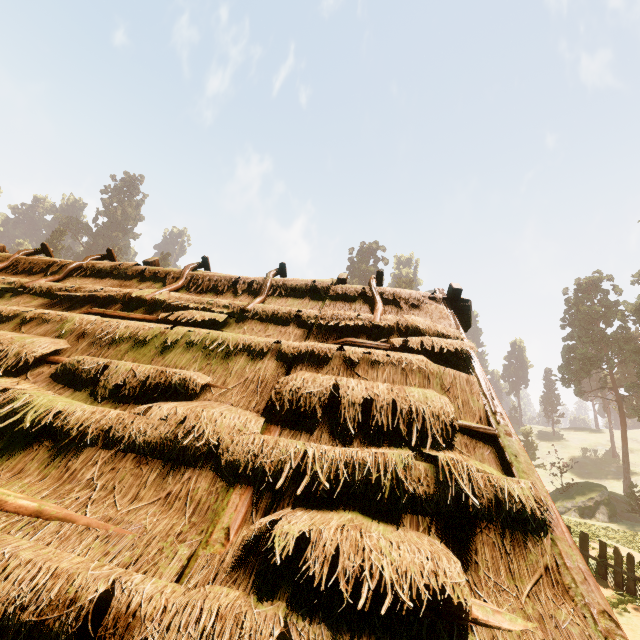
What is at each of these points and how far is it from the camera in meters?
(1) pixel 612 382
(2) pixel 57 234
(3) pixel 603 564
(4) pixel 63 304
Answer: (1) treerock, 40.3 m
(2) treerock, 53.6 m
(3) fence, 11.5 m
(4) building, 5.1 m

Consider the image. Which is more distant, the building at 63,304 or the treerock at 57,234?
the treerock at 57,234

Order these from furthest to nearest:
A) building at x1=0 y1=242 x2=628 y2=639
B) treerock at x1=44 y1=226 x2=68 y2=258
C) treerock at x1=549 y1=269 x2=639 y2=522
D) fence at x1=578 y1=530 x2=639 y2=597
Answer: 1. treerock at x1=44 y1=226 x2=68 y2=258
2. treerock at x1=549 y1=269 x2=639 y2=522
3. fence at x1=578 y1=530 x2=639 y2=597
4. building at x1=0 y1=242 x2=628 y2=639

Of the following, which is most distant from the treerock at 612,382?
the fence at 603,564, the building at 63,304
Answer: the fence at 603,564

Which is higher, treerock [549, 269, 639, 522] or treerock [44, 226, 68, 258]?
treerock [44, 226, 68, 258]

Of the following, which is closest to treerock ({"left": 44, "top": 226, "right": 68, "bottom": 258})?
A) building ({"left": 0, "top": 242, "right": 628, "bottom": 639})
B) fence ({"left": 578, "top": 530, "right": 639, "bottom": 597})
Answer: building ({"left": 0, "top": 242, "right": 628, "bottom": 639})
